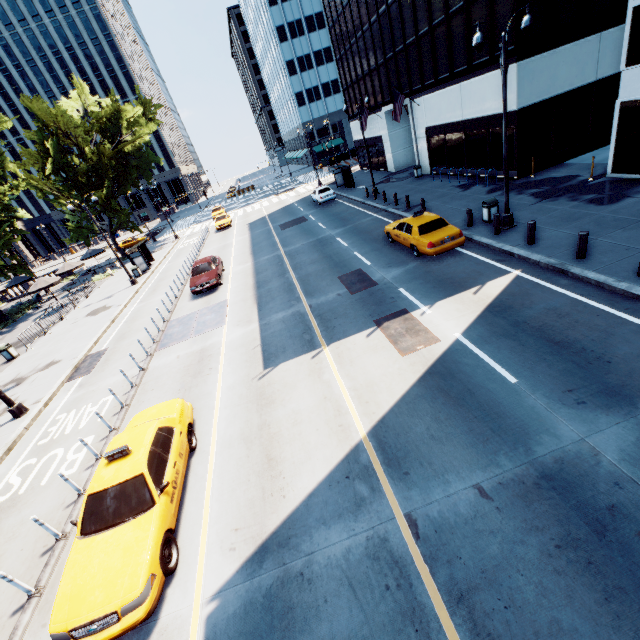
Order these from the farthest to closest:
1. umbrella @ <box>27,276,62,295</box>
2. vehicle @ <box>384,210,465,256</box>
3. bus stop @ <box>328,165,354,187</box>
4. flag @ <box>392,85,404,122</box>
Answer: bus stop @ <box>328,165,354,187</box>, umbrella @ <box>27,276,62,295</box>, flag @ <box>392,85,404,122</box>, vehicle @ <box>384,210,465,256</box>

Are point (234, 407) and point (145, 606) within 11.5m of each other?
yes

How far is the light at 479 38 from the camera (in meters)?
10.95

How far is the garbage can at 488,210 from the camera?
15.0 meters

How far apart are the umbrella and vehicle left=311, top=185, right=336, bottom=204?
24.6 meters

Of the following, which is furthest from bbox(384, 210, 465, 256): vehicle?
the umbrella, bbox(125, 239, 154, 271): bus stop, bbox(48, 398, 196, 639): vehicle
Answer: the umbrella

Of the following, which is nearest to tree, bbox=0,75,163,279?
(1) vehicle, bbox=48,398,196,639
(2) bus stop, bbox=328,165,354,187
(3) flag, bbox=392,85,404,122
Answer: (1) vehicle, bbox=48,398,196,639

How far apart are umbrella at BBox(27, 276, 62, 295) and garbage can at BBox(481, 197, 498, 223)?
33.2 meters
